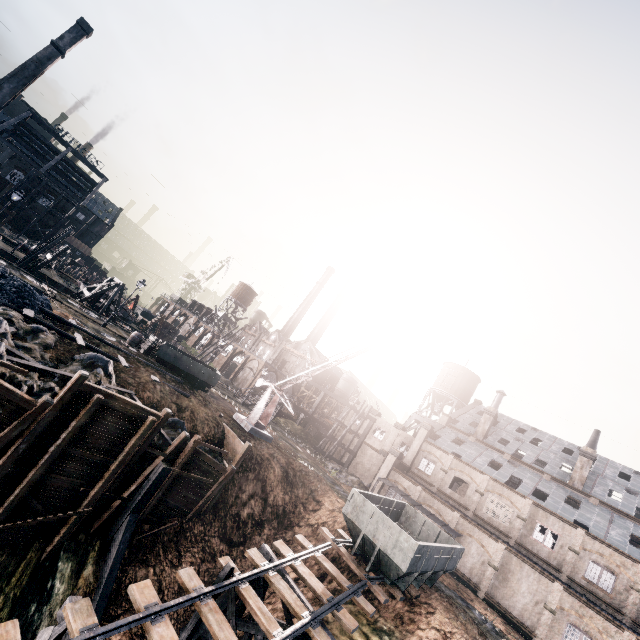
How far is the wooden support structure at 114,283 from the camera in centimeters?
3865cm

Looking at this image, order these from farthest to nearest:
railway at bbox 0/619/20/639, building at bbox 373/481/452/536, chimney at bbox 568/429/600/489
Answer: chimney at bbox 568/429/600/489 → building at bbox 373/481/452/536 → railway at bbox 0/619/20/639

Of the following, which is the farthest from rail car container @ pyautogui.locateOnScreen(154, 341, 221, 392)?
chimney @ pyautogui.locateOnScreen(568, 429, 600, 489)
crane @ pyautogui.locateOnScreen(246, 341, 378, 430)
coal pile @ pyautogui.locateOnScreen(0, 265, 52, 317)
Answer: chimney @ pyautogui.locateOnScreen(568, 429, 600, 489)

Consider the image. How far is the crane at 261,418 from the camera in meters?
27.7

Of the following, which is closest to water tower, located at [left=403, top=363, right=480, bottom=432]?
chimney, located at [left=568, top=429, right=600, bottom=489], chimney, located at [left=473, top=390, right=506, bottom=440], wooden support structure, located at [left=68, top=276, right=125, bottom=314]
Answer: chimney, located at [left=473, top=390, right=506, bottom=440]

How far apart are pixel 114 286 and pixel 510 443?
57.00m

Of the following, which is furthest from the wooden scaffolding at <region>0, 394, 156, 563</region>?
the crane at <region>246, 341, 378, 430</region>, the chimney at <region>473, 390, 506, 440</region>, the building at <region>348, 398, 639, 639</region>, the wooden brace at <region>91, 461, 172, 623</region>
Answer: the chimney at <region>473, 390, 506, 440</region>

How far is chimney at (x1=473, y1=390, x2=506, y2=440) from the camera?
45.4 meters
